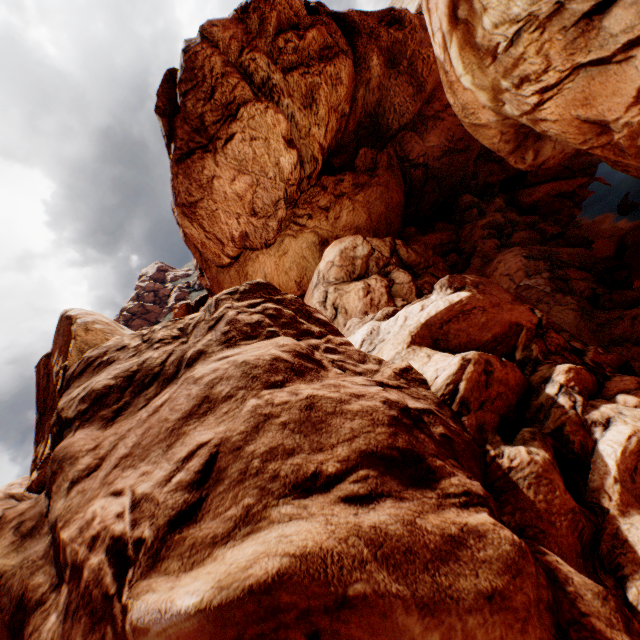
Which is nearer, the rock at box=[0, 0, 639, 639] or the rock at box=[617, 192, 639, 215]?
the rock at box=[0, 0, 639, 639]

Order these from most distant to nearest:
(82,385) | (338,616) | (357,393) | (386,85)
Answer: (386,85), (82,385), (357,393), (338,616)

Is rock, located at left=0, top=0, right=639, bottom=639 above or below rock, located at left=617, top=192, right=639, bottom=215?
above

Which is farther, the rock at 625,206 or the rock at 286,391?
the rock at 625,206

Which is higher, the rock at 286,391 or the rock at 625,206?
the rock at 286,391
